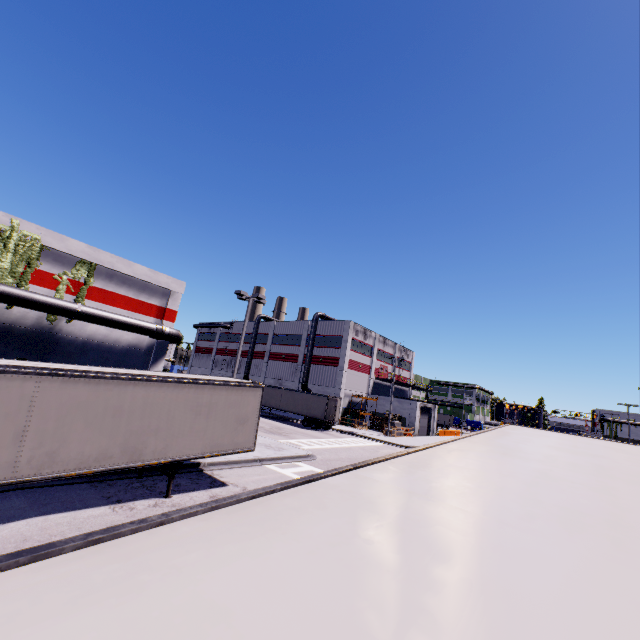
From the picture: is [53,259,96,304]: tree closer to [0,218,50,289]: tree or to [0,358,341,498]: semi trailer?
[0,218,50,289]: tree

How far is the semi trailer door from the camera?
36.47m

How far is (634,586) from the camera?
1.29m

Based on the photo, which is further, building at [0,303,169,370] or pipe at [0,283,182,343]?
building at [0,303,169,370]

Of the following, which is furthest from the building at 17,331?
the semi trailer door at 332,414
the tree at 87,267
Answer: the semi trailer door at 332,414

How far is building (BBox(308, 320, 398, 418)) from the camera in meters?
46.5
